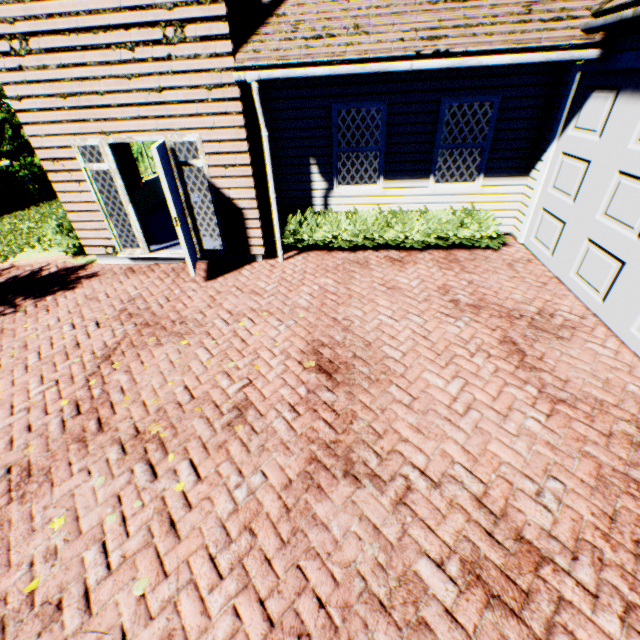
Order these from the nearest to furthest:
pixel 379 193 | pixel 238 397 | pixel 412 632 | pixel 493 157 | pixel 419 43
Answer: pixel 412 632 < pixel 238 397 < pixel 419 43 < pixel 493 157 < pixel 379 193

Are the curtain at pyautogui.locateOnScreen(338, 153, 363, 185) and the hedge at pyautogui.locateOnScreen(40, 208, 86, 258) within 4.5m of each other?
no

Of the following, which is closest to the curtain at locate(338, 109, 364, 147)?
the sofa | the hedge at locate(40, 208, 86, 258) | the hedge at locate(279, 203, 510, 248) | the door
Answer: the hedge at locate(279, 203, 510, 248)

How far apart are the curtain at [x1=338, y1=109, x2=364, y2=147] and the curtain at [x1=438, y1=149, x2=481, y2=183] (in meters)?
1.66

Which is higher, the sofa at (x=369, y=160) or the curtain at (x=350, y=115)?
the curtain at (x=350, y=115)

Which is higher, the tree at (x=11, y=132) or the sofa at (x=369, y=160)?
the tree at (x=11, y=132)

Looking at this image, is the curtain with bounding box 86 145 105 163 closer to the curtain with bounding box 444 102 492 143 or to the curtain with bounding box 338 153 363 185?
the curtain with bounding box 338 153 363 185

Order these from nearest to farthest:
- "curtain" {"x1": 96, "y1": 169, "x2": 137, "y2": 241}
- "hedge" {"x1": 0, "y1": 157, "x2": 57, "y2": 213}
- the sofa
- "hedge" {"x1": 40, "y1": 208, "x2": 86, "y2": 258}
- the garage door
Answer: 1. the garage door
2. "curtain" {"x1": 96, "y1": 169, "x2": 137, "y2": 241}
3. "hedge" {"x1": 40, "y1": 208, "x2": 86, "y2": 258}
4. the sofa
5. "hedge" {"x1": 0, "y1": 157, "x2": 57, "y2": 213}
